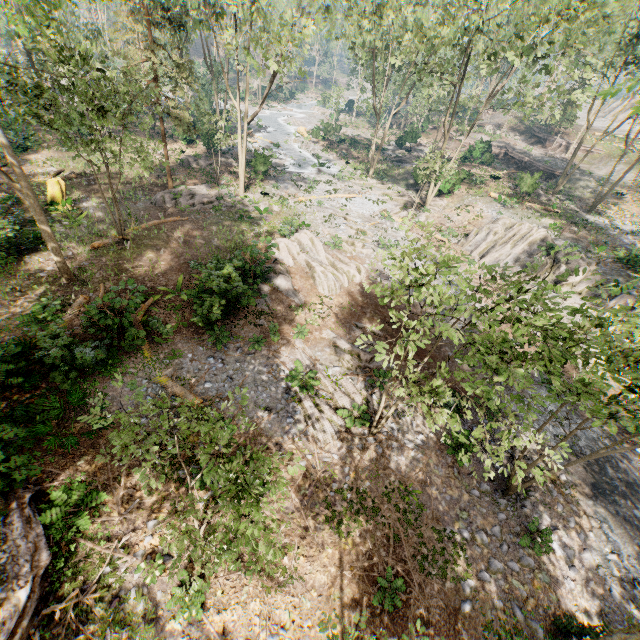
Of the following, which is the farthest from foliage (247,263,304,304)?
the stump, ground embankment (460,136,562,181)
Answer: the stump

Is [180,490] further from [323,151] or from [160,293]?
[323,151]

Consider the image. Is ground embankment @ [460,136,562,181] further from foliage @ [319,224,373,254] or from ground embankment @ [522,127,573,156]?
ground embankment @ [522,127,573,156]

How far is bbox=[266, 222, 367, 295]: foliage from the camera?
20.2m

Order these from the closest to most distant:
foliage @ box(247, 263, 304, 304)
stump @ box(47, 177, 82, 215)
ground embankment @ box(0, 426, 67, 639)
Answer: → ground embankment @ box(0, 426, 67, 639) < foliage @ box(247, 263, 304, 304) < stump @ box(47, 177, 82, 215)

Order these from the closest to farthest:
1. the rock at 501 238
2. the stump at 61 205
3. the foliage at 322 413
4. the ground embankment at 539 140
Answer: the foliage at 322 413 → the stump at 61 205 → the rock at 501 238 → the ground embankment at 539 140

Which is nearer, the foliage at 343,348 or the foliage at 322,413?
the foliage at 343,348
